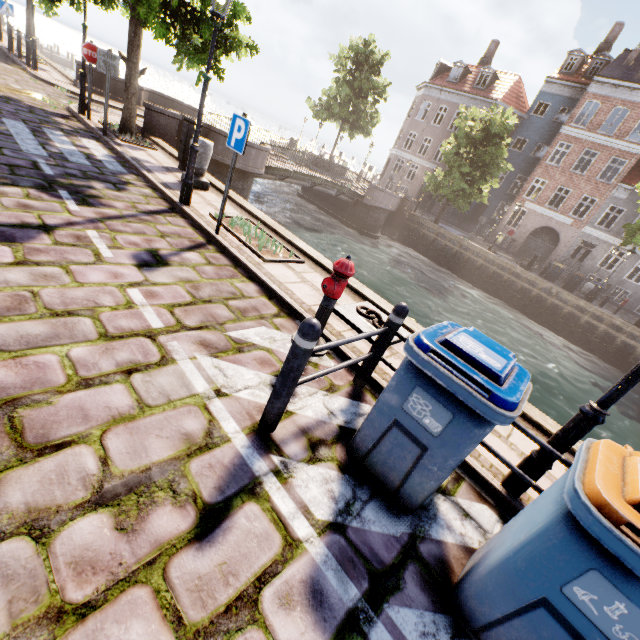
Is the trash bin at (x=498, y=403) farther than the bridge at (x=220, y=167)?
No

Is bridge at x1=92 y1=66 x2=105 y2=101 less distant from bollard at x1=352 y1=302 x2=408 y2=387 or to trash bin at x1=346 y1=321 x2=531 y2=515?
bollard at x1=352 y1=302 x2=408 y2=387

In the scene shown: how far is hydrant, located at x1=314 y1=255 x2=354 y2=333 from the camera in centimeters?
351cm

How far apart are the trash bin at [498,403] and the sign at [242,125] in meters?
4.1 m

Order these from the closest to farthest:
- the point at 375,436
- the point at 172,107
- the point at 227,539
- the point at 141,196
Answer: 1. the point at 227,539
2. the point at 375,436
3. the point at 141,196
4. the point at 172,107

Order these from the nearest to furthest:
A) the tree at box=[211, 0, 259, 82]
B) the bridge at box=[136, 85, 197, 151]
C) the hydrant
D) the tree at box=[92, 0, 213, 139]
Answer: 1. the hydrant
2. the tree at box=[92, 0, 213, 139]
3. the tree at box=[211, 0, 259, 82]
4. the bridge at box=[136, 85, 197, 151]

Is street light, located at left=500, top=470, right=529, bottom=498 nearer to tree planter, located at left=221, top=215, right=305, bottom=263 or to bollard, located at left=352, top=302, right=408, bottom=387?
bollard, located at left=352, top=302, right=408, bottom=387

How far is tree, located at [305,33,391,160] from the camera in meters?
26.4 m
